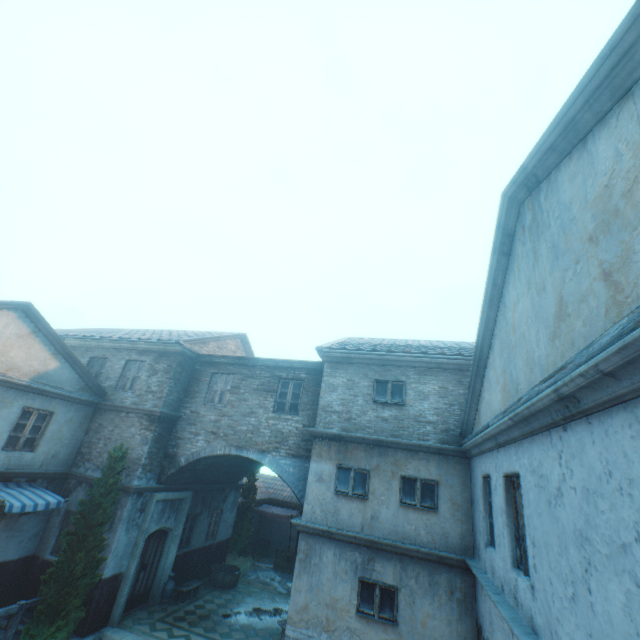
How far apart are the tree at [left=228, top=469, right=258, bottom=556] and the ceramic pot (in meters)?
5.35

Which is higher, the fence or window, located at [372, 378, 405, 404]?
window, located at [372, 378, 405, 404]

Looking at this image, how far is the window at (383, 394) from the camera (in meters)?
9.93

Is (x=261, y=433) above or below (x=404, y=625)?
above

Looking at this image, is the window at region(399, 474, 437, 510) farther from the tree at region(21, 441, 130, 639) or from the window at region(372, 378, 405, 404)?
the tree at region(21, 441, 130, 639)

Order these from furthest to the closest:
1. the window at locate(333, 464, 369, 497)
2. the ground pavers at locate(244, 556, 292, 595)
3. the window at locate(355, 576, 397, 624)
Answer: the ground pavers at locate(244, 556, 292, 595) < the window at locate(333, 464, 369, 497) < the window at locate(355, 576, 397, 624)

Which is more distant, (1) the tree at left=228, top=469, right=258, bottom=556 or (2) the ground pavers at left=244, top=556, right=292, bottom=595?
(1) the tree at left=228, top=469, right=258, bottom=556

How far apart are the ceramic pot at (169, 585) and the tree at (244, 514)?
5.3 meters
